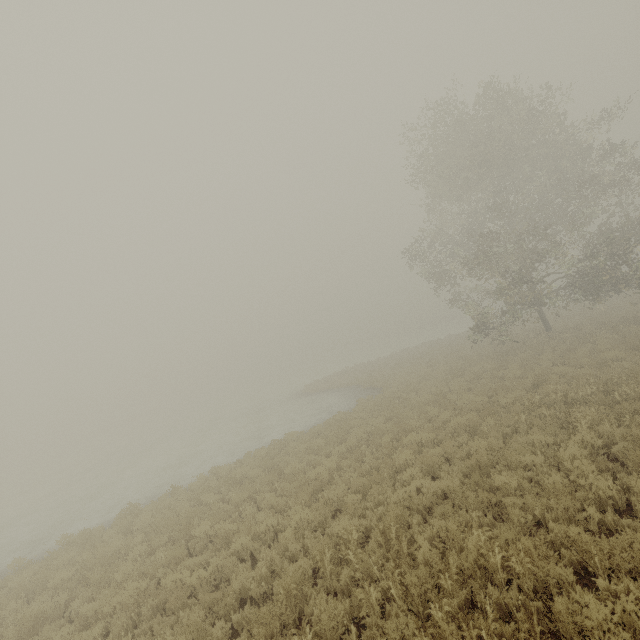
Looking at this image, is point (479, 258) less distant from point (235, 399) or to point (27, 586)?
point (27, 586)
